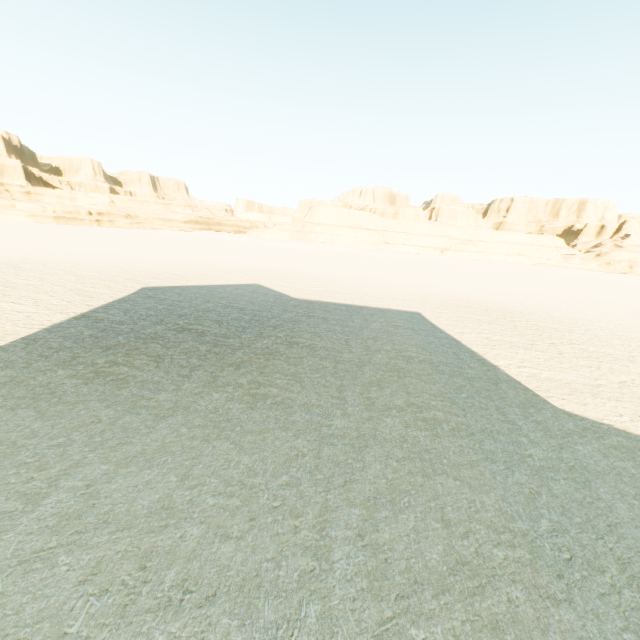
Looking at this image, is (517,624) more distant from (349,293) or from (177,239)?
(177,239)
